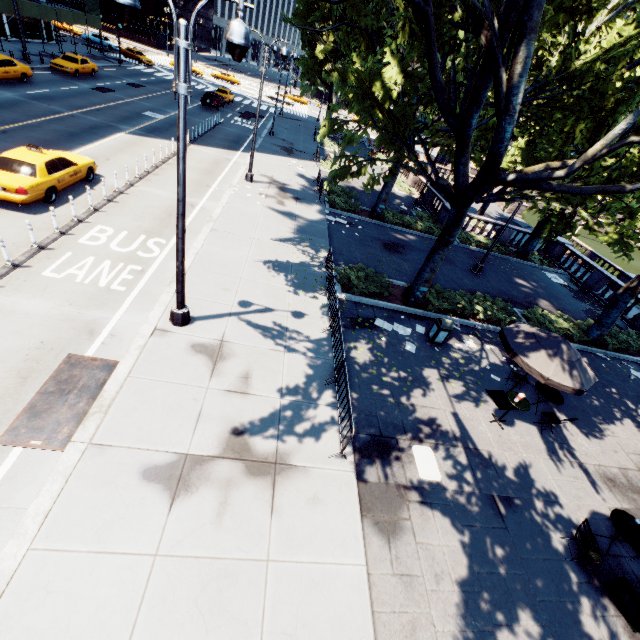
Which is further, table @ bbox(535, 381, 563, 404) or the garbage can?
the garbage can

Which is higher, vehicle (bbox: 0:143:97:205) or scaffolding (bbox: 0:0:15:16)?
scaffolding (bbox: 0:0:15:16)

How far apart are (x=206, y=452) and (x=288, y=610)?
3.2m

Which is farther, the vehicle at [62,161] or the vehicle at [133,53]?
the vehicle at [133,53]

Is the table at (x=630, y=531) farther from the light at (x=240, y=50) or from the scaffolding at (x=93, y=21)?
the scaffolding at (x=93, y=21)

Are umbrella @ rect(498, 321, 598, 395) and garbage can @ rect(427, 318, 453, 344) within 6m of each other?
yes

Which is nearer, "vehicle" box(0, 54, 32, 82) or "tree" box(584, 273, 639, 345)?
"tree" box(584, 273, 639, 345)

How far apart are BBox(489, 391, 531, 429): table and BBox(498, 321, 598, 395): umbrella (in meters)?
1.18
